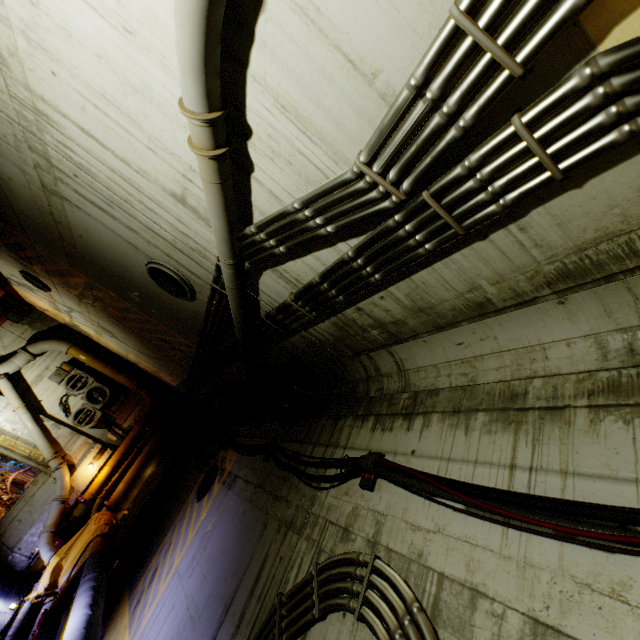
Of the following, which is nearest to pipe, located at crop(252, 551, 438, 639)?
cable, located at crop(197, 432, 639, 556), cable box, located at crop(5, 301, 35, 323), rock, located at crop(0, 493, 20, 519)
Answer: cable, located at crop(197, 432, 639, 556)

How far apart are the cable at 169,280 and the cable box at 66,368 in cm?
1023

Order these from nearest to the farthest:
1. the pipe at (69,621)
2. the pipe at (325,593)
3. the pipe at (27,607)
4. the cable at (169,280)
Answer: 1. the pipe at (69,621)
2. the pipe at (325,593)
3. the cable at (169,280)
4. the pipe at (27,607)

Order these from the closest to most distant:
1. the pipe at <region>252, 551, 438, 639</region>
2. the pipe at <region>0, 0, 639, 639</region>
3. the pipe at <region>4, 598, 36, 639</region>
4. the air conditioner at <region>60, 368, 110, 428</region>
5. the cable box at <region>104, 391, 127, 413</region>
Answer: the pipe at <region>0, 0, 639, 639</region> → the pipe at <region>252, 551, 438, 639</region> → the pipe at <region>4, 598, 36, 639</region> → the air conditioner at <region>60, 368, 110, 428</region> → the cable box at <region>104, 391, 127, 413</region>

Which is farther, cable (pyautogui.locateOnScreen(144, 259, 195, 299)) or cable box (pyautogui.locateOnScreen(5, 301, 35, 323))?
cable box (pyautogui.locateOnScreen(5, 301, 35, 323))

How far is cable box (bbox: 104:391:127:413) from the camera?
12.7 meters

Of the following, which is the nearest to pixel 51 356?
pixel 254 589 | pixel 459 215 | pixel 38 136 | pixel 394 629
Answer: pixel 38 136

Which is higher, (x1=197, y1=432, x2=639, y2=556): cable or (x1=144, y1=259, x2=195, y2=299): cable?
(x1=144, y1=259, x2=195, y2=299): cable
